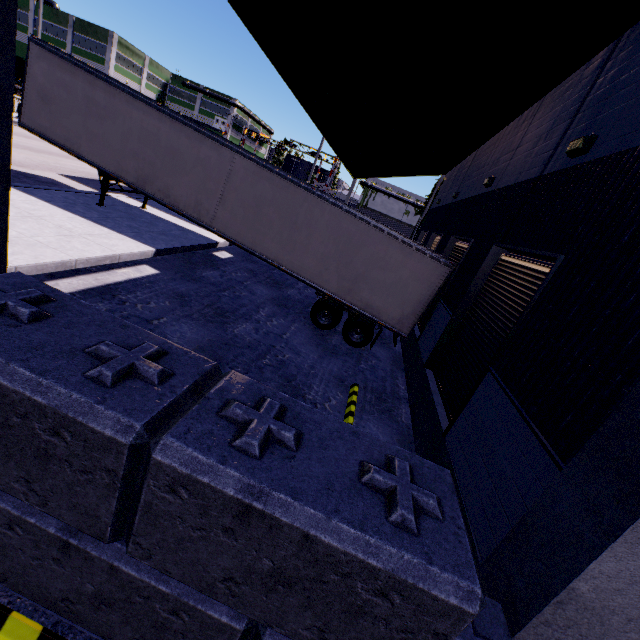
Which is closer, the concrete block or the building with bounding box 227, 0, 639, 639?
the concrete block

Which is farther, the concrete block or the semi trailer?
the semi trailer

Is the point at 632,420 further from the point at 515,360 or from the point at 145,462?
the point at 145,462

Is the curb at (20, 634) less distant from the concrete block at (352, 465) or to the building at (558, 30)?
the concrete block at (352, 465)

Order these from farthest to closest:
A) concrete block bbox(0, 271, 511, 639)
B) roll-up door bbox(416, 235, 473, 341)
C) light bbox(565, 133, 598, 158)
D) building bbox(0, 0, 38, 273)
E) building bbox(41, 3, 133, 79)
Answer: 1. building bbox(41, 3, 133, 79)
2. roll-up door bbox(416, 235, 473, 341)
3. light bbox(565, 133, 598, 158)
4. building bbox(0, 0, 38, 273)
5. concrete block bbox(0, 271, 511, 639)

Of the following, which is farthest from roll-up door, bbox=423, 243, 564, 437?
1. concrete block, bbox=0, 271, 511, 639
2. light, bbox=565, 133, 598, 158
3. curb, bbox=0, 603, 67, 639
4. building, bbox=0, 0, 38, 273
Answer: curb, bbox=0, 603, 67, 639

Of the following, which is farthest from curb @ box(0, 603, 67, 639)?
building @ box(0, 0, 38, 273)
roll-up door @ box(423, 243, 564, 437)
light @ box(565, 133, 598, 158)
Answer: light @ box(565, 133, 598, 158)

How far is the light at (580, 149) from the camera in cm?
514
